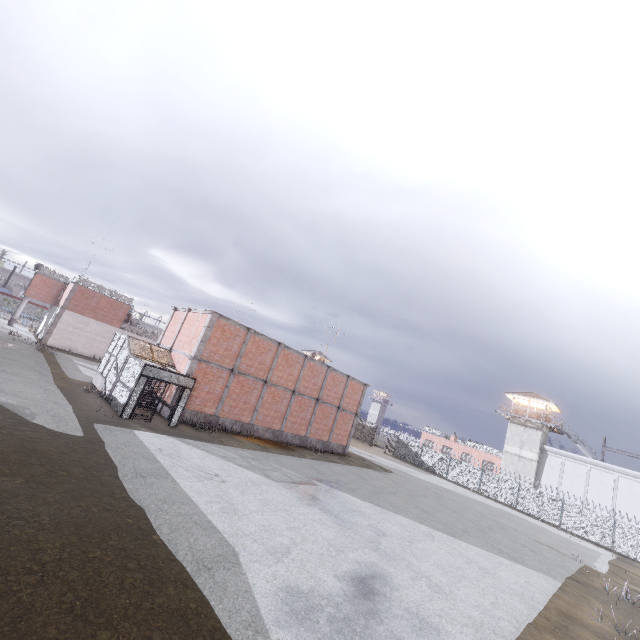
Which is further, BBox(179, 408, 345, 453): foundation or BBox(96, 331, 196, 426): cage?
BBox(179, 408, 345, 453): foundation

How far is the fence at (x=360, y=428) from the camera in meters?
50.9

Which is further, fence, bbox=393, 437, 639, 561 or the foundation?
fence, bbox=393, 437, 639, 561

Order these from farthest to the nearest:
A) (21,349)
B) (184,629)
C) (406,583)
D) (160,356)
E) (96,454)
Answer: (21,349)
(160,356)
(96,454)
(406,583)
(184,629)

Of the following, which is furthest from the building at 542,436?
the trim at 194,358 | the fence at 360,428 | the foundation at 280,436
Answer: the foundation at 280,436

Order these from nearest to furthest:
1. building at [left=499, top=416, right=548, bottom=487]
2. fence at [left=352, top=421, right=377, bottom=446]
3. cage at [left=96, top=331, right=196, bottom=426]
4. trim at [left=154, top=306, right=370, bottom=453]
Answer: cage at [left=96, top=331, right=196, bottom=426] → trim at [left=154, top=306, right=370, bottom=453] → building at [left=499, top=416, right=548, bottom=487] → fence at [left=352, top=421, right=377, bottom=446]

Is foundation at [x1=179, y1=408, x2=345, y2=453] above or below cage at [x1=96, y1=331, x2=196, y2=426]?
below

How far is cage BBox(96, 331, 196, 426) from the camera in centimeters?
1682cm
